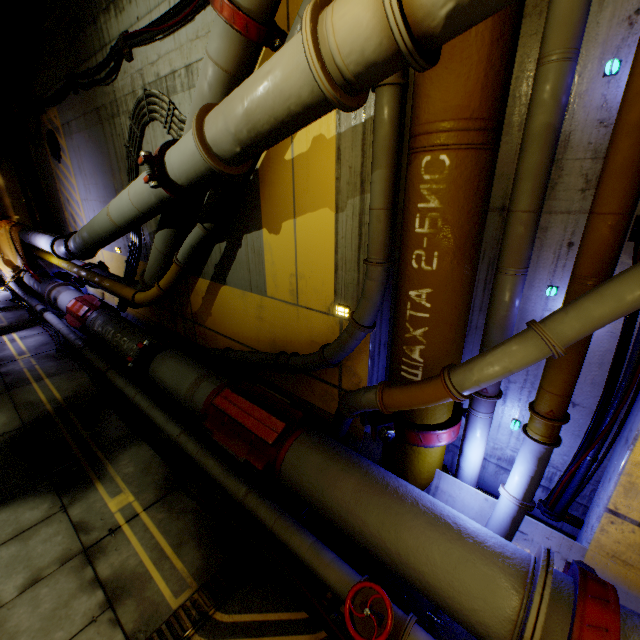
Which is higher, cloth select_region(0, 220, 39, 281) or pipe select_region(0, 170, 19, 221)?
pipe select_region(0, 170, 19, 221)

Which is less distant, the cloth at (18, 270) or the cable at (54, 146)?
the cable at (54, 146)

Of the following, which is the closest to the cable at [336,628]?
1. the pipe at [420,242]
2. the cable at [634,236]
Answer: the pipe at [420,242]

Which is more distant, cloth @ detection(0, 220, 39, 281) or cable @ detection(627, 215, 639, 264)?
cloth @ detection(0, 220, 39, 281)

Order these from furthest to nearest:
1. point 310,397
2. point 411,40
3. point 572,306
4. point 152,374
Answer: point 152,374 → point 310,397 → point 572,306 → point 411,40

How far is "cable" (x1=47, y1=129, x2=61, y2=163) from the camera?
9.09m

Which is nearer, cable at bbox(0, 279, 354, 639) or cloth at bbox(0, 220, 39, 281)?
cable at bbox(0, 279, 354, 639)

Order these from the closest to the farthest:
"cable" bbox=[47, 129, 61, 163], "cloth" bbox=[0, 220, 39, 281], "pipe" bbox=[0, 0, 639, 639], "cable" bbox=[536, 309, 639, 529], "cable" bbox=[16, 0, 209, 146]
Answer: "pipe" bbox=[0, 0, 639, 639], "cable" bbox=[536, 309, 639, 529], "cable" bbox=[16, 0, 209, 146], "cable" bbox=[47, 129, 61, 163], "cloth" bbox=[0, 220, 39, 281]
